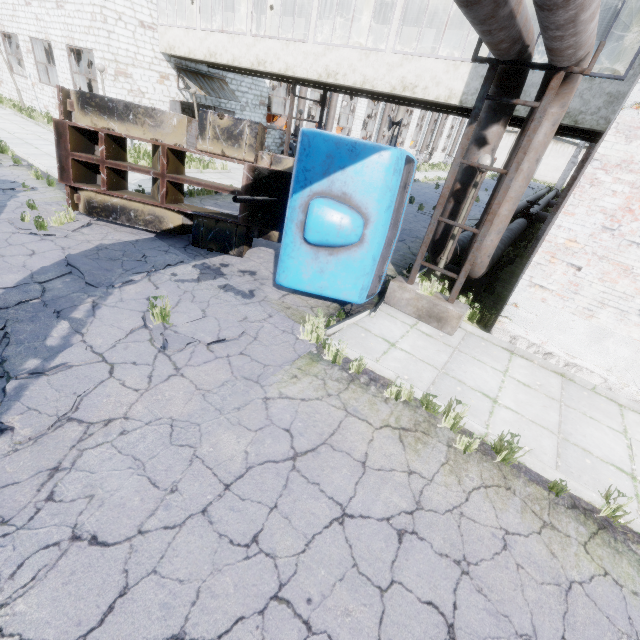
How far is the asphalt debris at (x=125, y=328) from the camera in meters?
4.9

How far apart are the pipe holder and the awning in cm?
1615

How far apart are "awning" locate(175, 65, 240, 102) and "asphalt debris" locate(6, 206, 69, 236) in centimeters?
1161cm

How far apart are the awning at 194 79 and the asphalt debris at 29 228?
11.61m

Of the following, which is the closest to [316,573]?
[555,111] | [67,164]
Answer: [555,111]

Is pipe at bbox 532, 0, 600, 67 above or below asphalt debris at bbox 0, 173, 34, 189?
above

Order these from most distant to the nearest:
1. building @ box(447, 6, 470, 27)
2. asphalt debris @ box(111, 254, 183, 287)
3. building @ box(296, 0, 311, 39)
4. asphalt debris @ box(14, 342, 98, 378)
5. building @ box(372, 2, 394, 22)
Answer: building @ box(296, 0, 311, 39), building @ box(372, 2, 394, 22), building @ box(447, 6, 470, 27), asphalt debris @ box(111, 254, 183, 287), asphalt debris @ box(14, 342, 98, 378)

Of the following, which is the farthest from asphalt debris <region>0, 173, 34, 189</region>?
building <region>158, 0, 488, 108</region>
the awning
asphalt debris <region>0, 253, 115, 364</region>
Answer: the awning
